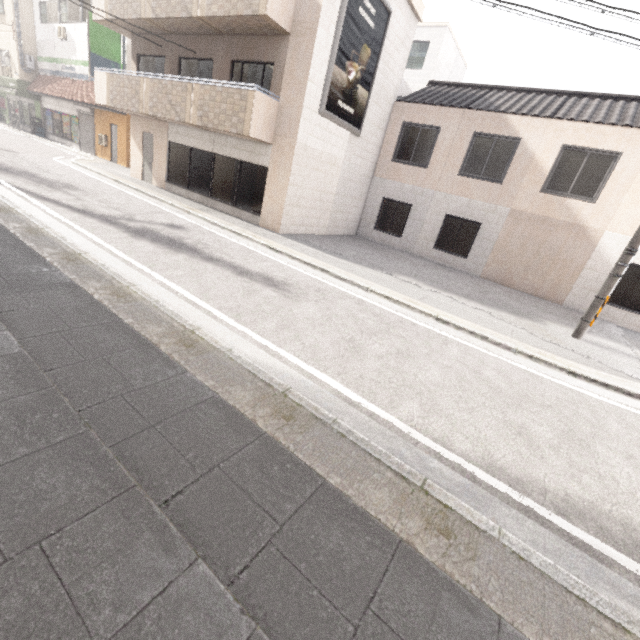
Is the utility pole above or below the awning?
below

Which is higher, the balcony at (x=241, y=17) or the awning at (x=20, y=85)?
the balcony at (x=241, y=17)

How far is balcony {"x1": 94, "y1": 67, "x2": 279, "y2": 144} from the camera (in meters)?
9.88

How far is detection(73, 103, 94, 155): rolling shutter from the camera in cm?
2000

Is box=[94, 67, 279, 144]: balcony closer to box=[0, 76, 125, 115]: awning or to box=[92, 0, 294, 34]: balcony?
box=[92, 0, 294, 34]: balcony

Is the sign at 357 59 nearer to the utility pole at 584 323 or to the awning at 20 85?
the utility pole at 584 323

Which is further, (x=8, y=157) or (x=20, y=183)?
Answer: (x=8, y=157)

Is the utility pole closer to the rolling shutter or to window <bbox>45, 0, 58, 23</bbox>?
the rolling shutter
